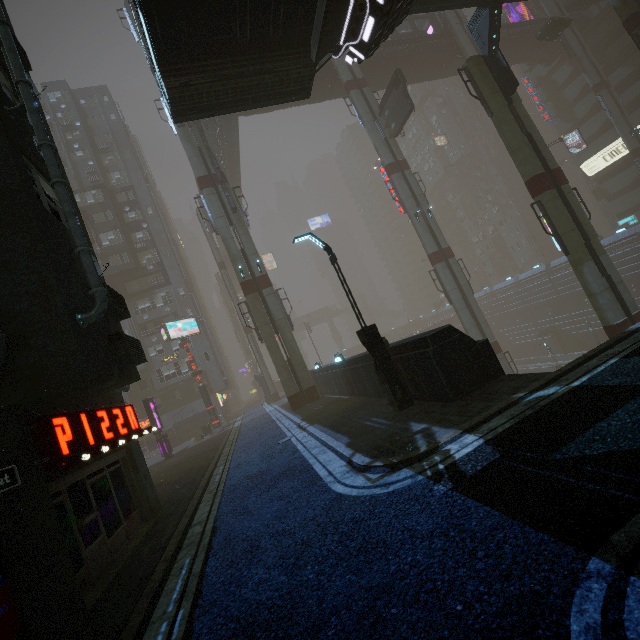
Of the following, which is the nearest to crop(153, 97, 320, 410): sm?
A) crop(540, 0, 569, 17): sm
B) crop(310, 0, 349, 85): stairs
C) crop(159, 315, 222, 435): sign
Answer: crop(310, 0, 349, 85): stairs

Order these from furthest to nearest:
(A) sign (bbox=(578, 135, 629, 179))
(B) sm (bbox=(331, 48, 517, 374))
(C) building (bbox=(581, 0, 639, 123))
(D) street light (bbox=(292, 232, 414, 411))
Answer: (A) sign (bbox=(578, 135, 629, 179)) < (C) building (bbox=(581, 0, 639, 123)) < (B) sm (bbox=(331, 48, 517, 374)) < (D) street light (bbox=(292, 232, 414, 411))

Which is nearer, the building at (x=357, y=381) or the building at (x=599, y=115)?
the building at (x=357, y=381)

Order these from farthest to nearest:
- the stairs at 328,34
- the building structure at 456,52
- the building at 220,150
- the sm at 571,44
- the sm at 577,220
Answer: the sm at 571,44 → the building structure at 456,52 → the building at 220,150 → the sm at 577,220 → the stairs at 328,34

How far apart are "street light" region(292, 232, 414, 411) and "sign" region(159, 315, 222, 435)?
24.22m

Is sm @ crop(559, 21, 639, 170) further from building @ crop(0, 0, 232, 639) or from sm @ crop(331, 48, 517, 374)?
sm @ crop(331, 48, 517, 374)

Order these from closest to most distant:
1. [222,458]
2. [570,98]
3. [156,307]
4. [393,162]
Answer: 1. [222,458]
2. [393,162]
3. [156,307]
4. [570,98]

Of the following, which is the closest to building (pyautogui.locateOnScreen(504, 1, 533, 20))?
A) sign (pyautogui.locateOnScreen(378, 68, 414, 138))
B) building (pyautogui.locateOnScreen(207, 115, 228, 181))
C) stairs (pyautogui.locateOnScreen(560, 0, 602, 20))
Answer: stairs (pyautogui.locateOnScreen(560, 0, 602, 20))
